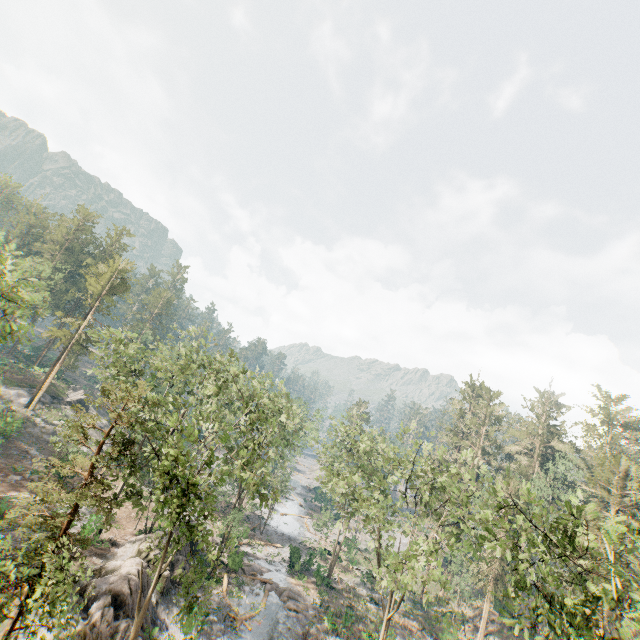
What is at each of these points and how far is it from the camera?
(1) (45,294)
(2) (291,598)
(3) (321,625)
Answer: (1) foliage, 21.8 meters
(2) foliage, 32.3 meters
(3) foliage, 29.7 meters

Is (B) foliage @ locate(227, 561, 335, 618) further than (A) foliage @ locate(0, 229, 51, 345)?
Yes

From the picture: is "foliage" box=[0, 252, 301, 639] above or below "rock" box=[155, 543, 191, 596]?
above

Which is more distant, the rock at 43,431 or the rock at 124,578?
the rock at 43,431

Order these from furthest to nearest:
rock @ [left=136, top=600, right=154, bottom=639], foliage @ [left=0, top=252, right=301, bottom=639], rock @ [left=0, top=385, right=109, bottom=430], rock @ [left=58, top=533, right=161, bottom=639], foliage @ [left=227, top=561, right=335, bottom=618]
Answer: rock @ [left=0, top=385, right=109, bottom=430] < foliage @ [left=227, top=561, right=335, bottom=618] < rock @ [left=136, top=600, right=154, bottom=639] < rock @ [left=58, top=533, right=161, bottom=639] < foliage @ [left=0, top=252, right=301, bottom=639]

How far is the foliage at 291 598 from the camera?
30.8m

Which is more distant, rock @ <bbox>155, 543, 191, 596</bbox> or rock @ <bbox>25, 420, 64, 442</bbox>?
rock @ <bbox>25, 420, 64, 442</bbox>
